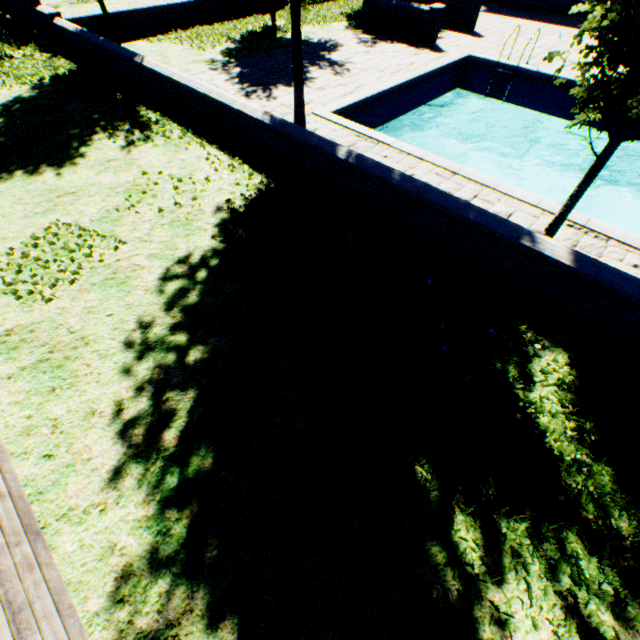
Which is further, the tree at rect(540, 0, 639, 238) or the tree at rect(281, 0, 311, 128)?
the tree at rect(281, 0, 311, 128)

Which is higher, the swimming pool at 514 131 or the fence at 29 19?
the fence at 29 19

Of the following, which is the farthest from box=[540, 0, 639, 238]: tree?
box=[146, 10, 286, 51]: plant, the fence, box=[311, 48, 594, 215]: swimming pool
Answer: box=[146, 10, 286, 51]: plant

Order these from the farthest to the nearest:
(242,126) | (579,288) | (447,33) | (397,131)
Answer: (447,33)
(397,131)
(242,126)
(579,288)

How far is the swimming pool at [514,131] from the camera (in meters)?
7.55

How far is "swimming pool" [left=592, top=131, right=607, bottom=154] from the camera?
10.4m

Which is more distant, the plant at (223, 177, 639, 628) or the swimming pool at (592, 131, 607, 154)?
the swimming pool at (592, 131, 607, 154)
